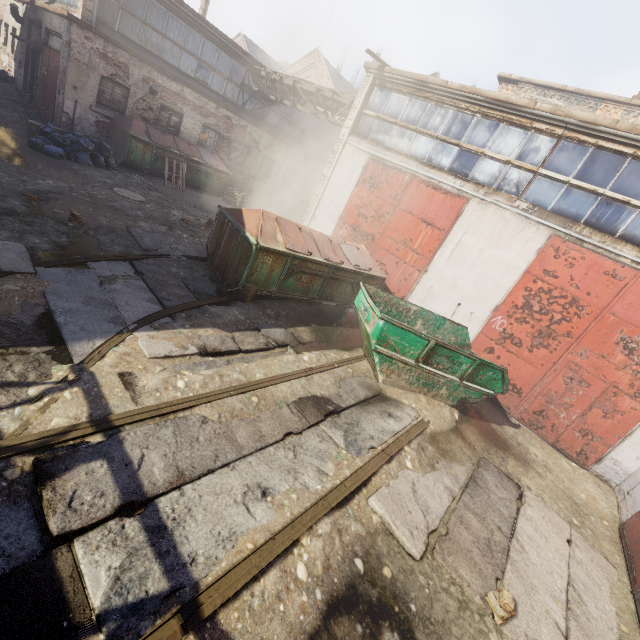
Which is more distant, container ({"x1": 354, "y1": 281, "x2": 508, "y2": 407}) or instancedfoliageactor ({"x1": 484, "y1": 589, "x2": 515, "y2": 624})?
container ({"x1": 354, "y1": 281, "x2": 508, "y2": 407})

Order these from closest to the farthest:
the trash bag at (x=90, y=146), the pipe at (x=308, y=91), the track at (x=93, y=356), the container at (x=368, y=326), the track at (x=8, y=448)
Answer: the track at (x=8, y=448)
the track at (x=93, y=356)
the container at (x=368, y=326)
the trash bag at (x=90, y=146)
the pipe at (x=308, y=91)

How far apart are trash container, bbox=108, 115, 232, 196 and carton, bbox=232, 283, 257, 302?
9.1m

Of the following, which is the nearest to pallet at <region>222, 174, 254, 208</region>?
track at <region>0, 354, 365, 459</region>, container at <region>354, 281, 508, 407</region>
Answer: container at <region>354, 281, 508, 407</region>

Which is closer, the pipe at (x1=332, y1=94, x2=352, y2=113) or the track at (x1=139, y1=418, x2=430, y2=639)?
the track at (x1=139, y1=418, x2=430, y2=639)

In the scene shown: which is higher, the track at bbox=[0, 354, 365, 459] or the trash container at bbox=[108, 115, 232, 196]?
the trash container at bbox=[108, 115, 232, 196]

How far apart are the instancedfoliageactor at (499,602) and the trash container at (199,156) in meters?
15.4 m

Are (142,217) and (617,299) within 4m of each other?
no
